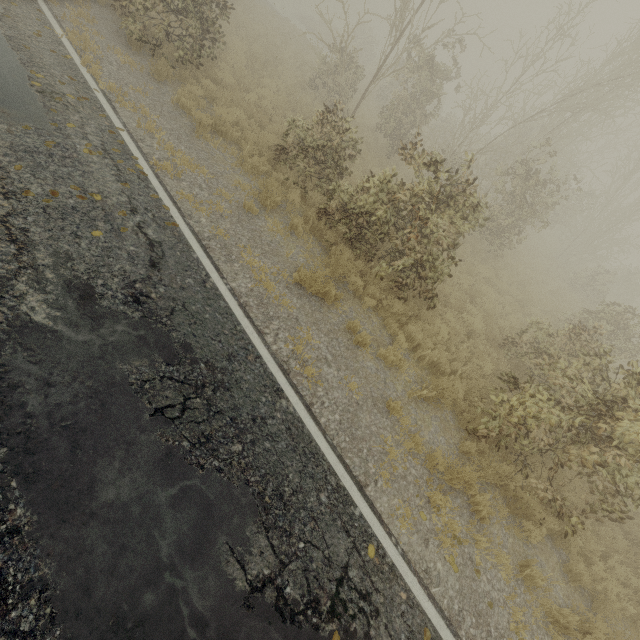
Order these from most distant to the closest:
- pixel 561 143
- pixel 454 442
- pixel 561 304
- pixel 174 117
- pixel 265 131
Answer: pixel 561 143
pixel 561 304
pixel 265 131
pixel 174 117
pixel 454 442

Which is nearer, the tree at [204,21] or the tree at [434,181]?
the tree at [434,181]

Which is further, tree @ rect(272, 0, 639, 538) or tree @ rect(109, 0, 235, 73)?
tree @ rect(109, 0, 235, 73)
